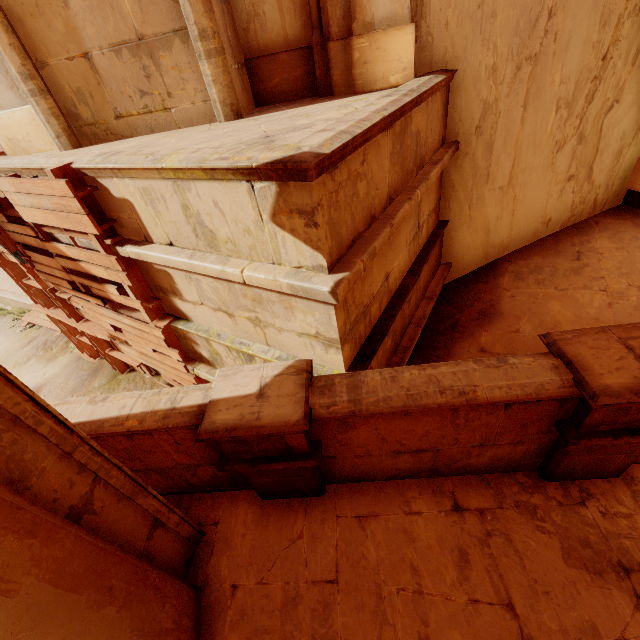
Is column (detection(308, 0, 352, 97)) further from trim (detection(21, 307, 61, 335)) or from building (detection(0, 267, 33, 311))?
trim (detection(21, 307, 61, 335))

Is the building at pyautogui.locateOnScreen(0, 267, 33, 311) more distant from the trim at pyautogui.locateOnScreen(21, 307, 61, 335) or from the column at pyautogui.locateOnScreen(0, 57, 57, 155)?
the trim at pyautogui.locateOnScreen(21, 307, 61, 335)

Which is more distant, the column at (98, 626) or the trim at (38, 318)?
the trim at (38, 318)

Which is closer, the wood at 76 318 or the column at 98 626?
the column at 98 626

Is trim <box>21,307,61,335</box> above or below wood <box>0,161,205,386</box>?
below

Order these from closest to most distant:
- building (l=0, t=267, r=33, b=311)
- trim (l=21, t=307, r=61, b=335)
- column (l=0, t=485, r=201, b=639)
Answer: column (l=0, t=485, r=201, b=639), trim (l=21, t=307, r=61, b=335), building (l=0, t=267, r=33, b=311)

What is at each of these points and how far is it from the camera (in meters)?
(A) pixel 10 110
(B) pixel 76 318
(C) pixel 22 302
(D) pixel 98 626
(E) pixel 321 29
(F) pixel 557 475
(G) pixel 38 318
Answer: (A) column, 4.56
(B) wood, 6.46
(C) building, 12.41
(D) column, 1.44
(E) column, 4.05
(F) building, 2.50
(G) trim, 11.27

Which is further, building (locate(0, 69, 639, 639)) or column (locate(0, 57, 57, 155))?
column (locate(0, 57, 57, 155))
